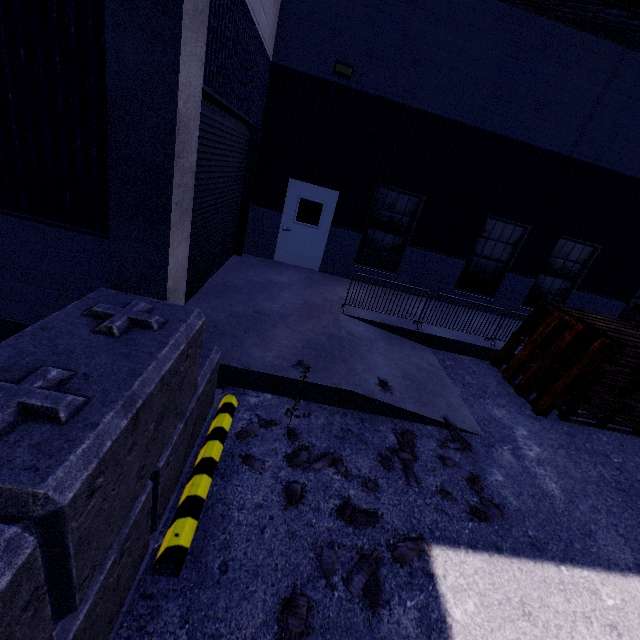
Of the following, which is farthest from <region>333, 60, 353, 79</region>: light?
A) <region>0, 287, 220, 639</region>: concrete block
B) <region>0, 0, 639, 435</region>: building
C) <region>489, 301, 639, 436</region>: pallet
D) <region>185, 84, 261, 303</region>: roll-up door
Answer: Result: <region>0, 287, 220, 639</region>: concrete block

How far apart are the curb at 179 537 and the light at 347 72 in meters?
8.2 m

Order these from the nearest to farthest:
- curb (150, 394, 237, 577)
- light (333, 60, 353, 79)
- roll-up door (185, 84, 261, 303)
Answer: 1. curb (150, 394, 237, 577)
2. roll-up door (185, 84, 261, 303)
3. light (333, 60, 353, 79)

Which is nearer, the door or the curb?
the curb

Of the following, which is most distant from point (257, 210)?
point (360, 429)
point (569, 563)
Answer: point (569, 563)

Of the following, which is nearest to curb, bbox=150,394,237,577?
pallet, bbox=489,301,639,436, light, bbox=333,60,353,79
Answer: pallet, bbox=489,301,639,436

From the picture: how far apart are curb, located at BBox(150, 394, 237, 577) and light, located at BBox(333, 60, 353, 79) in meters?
8.2 m

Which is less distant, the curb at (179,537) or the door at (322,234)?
the curb at (179,537)
